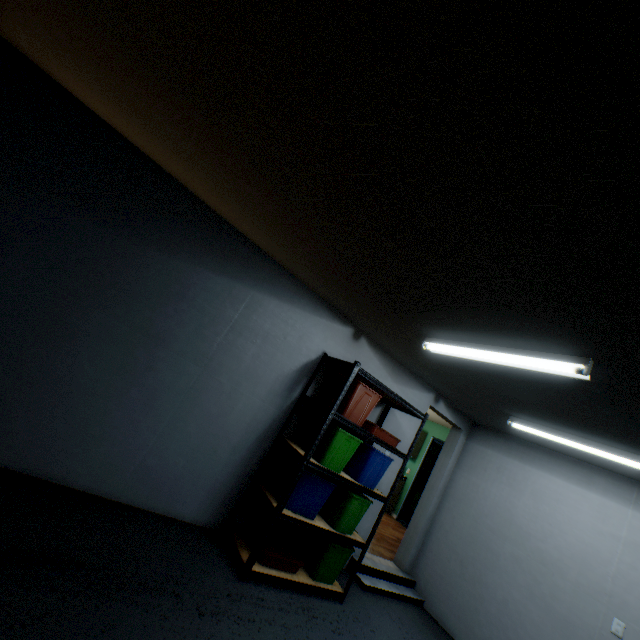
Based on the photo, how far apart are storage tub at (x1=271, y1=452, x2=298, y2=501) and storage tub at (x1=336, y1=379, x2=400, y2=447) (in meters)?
0.61

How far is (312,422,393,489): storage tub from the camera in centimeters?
295cm

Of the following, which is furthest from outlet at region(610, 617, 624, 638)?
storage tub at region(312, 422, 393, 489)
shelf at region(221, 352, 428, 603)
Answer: storage tub at region(312, 422, 393, 489)

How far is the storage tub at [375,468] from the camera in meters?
3.0

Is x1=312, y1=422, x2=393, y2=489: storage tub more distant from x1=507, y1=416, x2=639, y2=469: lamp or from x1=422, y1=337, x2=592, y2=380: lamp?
x1=507, y1=416, x2=639, y2=469: lamp

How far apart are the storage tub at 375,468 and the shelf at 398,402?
0.0m

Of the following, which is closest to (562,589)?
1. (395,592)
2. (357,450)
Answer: (395,592)

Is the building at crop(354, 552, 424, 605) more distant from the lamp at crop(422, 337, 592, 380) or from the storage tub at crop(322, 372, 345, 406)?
the lamp at crop(422, 337, 592, 380)
